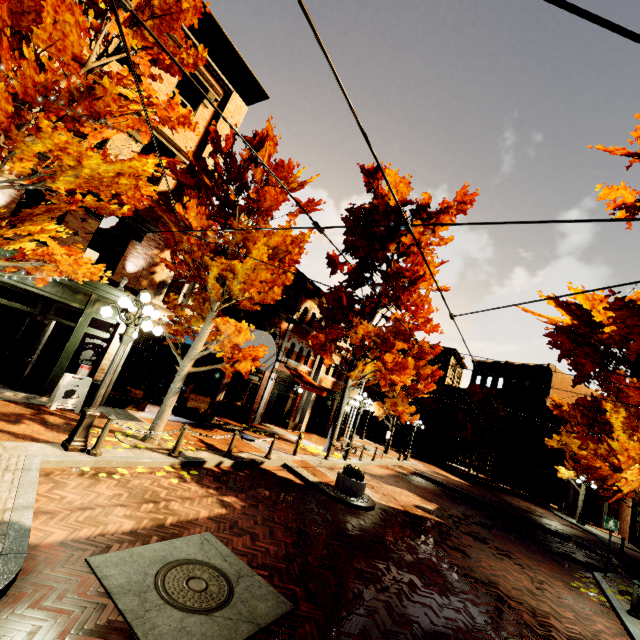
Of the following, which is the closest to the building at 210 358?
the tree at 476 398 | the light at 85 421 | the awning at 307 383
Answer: the awning at 307 383

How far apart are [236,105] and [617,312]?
14.4m

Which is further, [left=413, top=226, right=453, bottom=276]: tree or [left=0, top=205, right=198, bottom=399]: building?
[left=413, top=226, right=453, bottom=276]: tree

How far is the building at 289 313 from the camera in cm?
1447

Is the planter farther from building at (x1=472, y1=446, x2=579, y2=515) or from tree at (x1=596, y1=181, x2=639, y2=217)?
building at (x1=472, y1=446, x2=579, y2=515)

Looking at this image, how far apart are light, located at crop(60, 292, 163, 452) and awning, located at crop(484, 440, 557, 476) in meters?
37.4 m

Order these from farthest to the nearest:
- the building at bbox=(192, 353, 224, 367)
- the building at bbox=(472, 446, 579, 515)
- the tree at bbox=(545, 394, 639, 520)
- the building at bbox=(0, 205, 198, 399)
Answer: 1. the building at bbox=(472, 446, 579, 515)
2. the building at bbox=(192, 353, 224, 367)
3. the tree at bbox=(545, 394, 639, 520)
4. the building at bbox=(0, 205, 198, 399)
